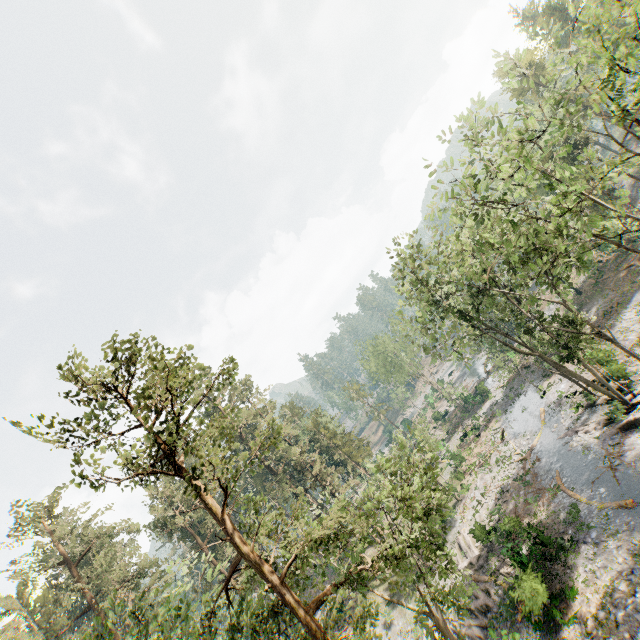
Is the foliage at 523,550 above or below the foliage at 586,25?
below

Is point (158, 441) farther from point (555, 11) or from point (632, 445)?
point (555, 11)

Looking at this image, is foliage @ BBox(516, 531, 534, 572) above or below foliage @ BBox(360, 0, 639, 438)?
below

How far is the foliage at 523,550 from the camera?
20.1 meters

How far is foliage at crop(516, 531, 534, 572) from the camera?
20.09m

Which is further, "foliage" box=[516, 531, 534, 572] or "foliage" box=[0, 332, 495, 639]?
"foliage" box=[516, 531, 534, 572]
